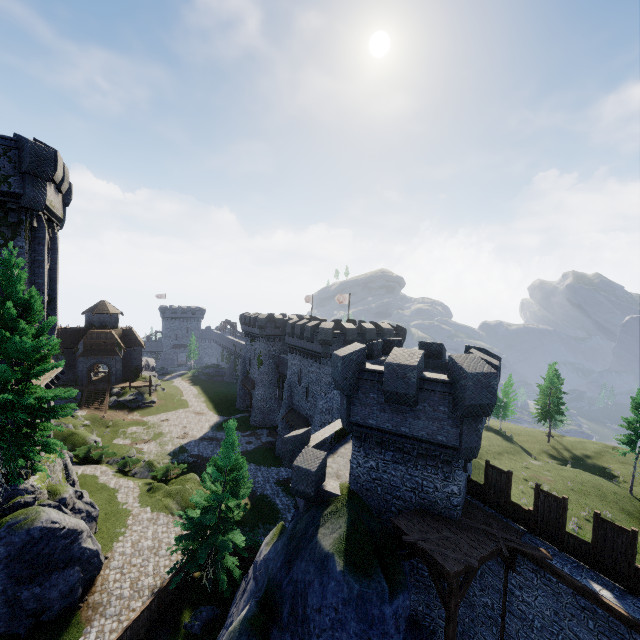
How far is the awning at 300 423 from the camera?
35.8 meters

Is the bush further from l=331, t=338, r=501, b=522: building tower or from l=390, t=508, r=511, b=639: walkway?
l=390, t=508, r=511, b=639: walkway

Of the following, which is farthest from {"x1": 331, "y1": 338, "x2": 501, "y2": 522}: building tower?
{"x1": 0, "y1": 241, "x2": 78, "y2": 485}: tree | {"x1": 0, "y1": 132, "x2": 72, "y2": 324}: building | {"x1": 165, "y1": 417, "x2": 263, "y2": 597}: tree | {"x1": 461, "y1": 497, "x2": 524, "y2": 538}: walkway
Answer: {"x1": 0, "y1": 132, "x2": 72, "y2": 324}: building

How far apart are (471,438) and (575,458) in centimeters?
5490cm

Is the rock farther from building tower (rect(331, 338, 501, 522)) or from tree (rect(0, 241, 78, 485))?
tree (rect(0, 241, 78, 485))

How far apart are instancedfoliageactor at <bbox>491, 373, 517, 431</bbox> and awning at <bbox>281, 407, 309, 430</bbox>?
39.60m

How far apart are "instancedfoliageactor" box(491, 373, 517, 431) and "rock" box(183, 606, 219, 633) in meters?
53.3

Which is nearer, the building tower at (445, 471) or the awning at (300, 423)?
the building tower at (445, 471)
